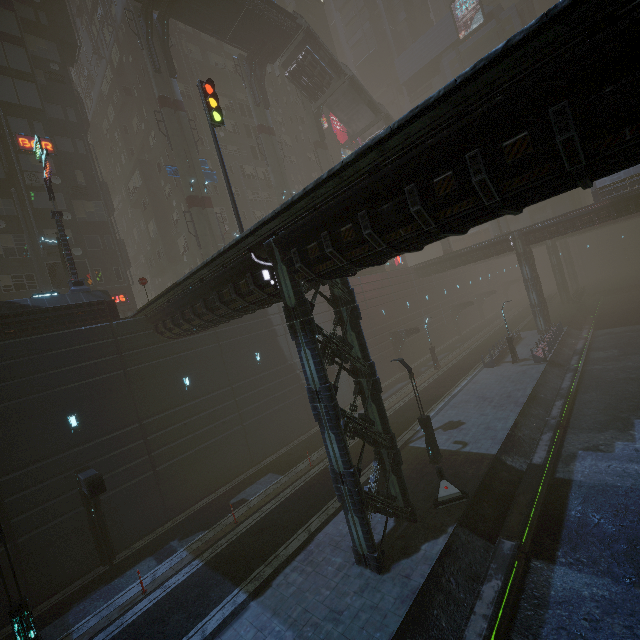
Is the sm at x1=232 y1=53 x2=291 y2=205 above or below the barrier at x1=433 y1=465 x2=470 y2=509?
above

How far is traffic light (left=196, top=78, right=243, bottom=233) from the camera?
16.3m

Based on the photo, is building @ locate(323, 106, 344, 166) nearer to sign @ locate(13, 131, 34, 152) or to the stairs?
sign @ locate(13, 131, 34, 152)

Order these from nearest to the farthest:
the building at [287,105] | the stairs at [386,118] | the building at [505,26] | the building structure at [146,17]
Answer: the building structure at [146,17], the stairs at [386,118], the building at [287,105], the building at [505,26]

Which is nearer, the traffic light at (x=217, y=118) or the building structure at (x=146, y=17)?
the traffic light at (x=217, y=118)

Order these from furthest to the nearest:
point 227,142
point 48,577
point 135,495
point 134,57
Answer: point 227,142
point 134,57
point 135,495
point 48,577

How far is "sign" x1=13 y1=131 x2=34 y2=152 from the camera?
24.6m

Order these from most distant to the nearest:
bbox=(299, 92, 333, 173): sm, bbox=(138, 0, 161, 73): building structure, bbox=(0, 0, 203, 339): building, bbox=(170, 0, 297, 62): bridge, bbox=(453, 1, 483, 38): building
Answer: bbox=(453, 1, 483, 38): building, bbox=(299, 92, 333, 173): sm, bbox=(170, 0, 297, 62): bridge, bbox=(138, 0, 161, 73): building structure, bbox=(0, 0, 203, 339): building
